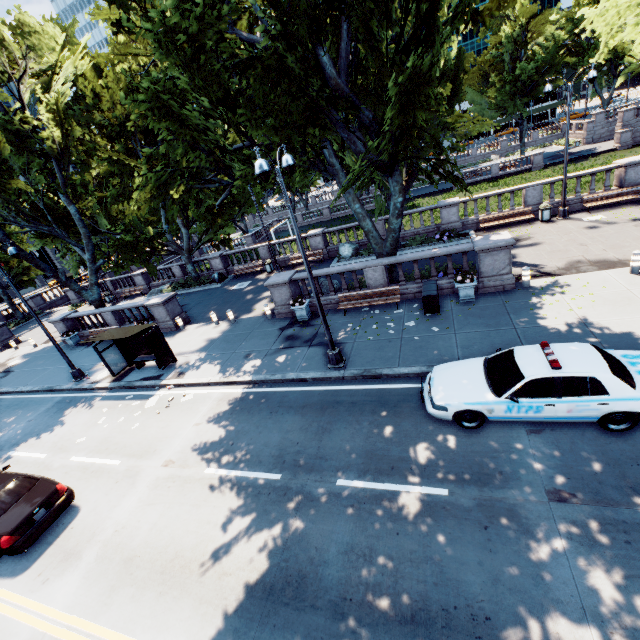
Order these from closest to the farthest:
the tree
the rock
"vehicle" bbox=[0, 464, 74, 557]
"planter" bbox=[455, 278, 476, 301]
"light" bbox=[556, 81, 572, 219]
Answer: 1. "vehicle" bbox=[0, 464, 74, 557]
2. the tree
3. "planter" bbox=[455, 278, 476, 301]
4. "light" bbox=[556, 81, 572, 219]
5. the rock

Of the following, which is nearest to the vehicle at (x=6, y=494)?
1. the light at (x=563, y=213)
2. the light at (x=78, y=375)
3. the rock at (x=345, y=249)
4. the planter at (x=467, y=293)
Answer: the light at (x=78, y=375)

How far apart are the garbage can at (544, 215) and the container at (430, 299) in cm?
1097

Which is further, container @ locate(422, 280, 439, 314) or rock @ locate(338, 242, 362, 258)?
rock @ locate(338, 242, 362, 258)

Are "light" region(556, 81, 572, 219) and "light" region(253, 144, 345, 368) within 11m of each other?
no

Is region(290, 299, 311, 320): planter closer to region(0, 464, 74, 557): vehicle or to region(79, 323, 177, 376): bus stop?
region(79, 323, 177, 376): bus stop

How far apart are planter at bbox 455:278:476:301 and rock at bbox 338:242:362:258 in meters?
10.7

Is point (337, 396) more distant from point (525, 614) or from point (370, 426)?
point (525, 614)
